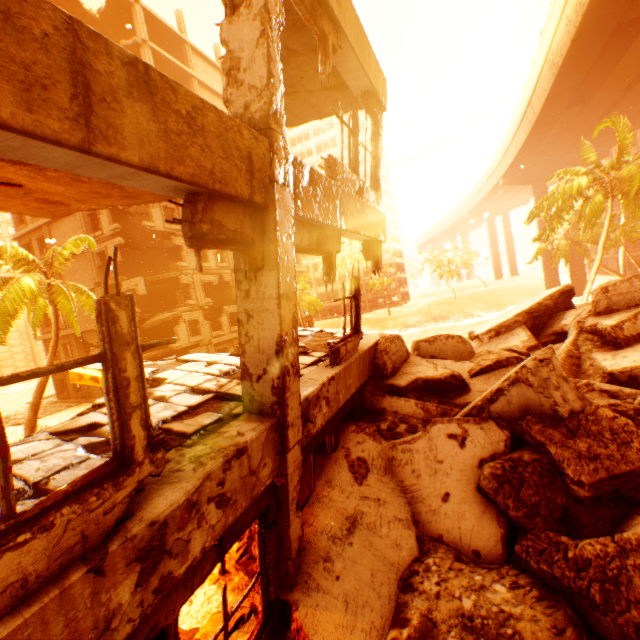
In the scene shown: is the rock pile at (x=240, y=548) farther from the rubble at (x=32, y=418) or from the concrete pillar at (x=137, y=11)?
the concrete pillar at (x=137, y=11)

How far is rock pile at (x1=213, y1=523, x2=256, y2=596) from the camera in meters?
4.3

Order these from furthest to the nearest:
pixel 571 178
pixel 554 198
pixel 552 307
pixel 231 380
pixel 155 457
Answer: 1. pixel 571 178
2. pixel 554 198
3. pixel 552 307
4. pixel 231 380
5. pixel 155 457

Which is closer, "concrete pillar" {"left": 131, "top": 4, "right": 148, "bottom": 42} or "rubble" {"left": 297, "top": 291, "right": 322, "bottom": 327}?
"concrete pillar" {"left": 131, "top": 4, "right": 148, "bottom": 42}

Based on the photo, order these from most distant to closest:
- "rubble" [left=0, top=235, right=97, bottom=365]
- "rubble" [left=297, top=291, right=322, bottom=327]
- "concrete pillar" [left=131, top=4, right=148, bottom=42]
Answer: "rubble" [left=297, top=291, right=322, bottom=327] < "concrete pillar" [left=131, top=4, right=148, bottom=42] < "rubble" [left=0, top=235, right=97, bottom=365]

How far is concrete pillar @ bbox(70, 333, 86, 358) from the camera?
27.38m

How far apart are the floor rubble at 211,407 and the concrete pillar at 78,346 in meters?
29.8

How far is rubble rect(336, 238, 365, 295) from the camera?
45.4 meters
